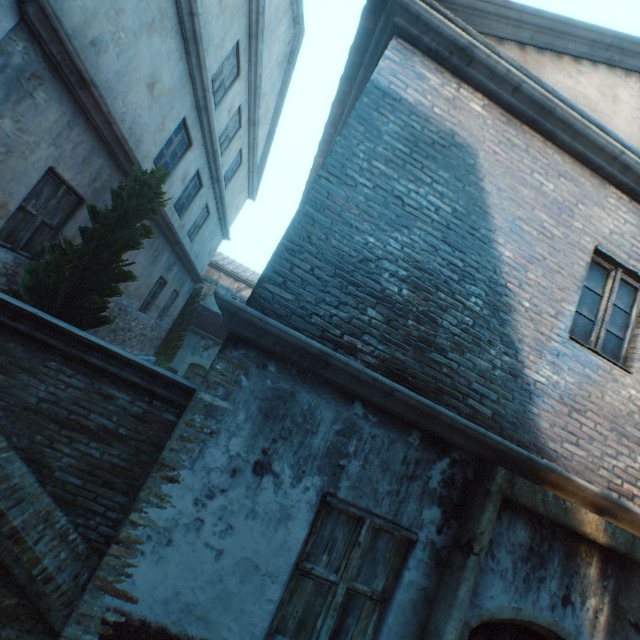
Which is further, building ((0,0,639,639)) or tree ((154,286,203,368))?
tree ((154,286,203,368))

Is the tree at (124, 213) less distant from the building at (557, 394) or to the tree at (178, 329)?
the tree at (178, 329)

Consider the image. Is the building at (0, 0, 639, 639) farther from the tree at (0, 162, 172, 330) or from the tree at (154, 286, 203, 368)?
the tree at (154, 286, 203, 368)

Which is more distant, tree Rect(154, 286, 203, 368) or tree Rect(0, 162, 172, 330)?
tree Rect(154, 286, 203, 368)

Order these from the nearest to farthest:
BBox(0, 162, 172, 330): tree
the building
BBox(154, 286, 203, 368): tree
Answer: the building
BBox(0, 162, 172, 330): tree
BBox(154, 286, 203, 368): tree

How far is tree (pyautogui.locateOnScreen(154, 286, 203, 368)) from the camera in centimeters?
1470cm

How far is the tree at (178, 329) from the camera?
14.7m

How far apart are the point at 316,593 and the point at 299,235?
3.4m
